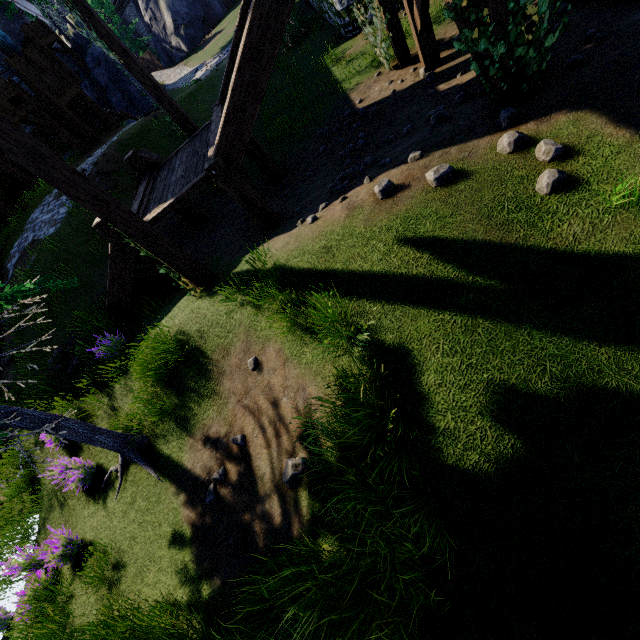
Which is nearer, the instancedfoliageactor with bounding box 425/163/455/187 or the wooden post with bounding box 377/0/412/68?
the instancedfoliageactor with bounding box 425/163/455/187

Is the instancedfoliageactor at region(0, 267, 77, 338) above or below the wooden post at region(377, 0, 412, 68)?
above

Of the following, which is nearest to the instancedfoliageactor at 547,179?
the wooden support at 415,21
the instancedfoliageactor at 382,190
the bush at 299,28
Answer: the instancedfoliageactor at 382,190

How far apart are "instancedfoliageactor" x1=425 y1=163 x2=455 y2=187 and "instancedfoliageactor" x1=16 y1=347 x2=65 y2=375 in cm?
947

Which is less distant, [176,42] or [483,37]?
[483,37]

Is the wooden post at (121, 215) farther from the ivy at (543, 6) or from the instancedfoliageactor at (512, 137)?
the instancedfoliageactor at (512, 137)

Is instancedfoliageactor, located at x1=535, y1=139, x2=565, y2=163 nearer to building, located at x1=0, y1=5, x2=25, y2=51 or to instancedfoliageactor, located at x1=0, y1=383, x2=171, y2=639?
instancedfoliageactor, located at x1=0, y1=383, x2=171, y2=639

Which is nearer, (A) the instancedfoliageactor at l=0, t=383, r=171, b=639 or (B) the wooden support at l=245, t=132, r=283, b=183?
(A) the instancedfoliageactor at l=0, t=383, r=171, b=639
